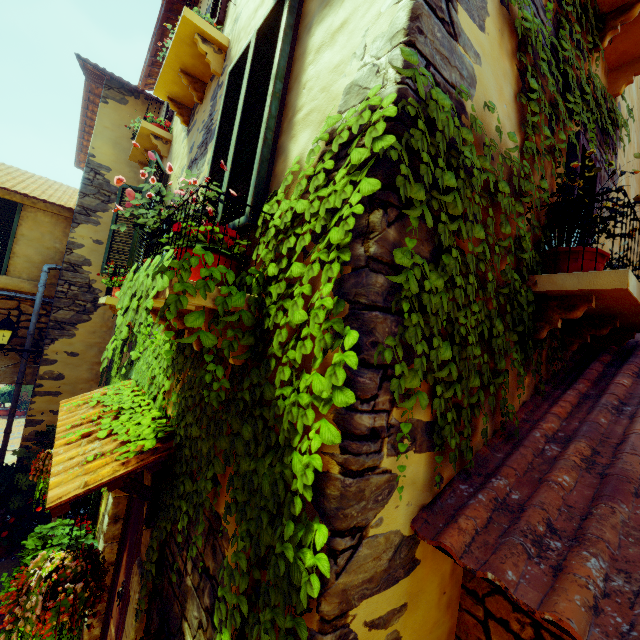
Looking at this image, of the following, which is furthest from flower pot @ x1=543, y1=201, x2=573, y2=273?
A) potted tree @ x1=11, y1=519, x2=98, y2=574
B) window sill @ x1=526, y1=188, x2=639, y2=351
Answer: potted tree @ x1=11, y1=519, x2=98, y2=574

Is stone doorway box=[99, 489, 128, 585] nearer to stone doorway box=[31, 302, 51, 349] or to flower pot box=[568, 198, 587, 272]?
flower pot box=[568, 198, 587, 272]

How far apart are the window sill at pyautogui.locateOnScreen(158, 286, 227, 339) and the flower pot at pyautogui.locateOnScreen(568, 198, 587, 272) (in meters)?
1.83

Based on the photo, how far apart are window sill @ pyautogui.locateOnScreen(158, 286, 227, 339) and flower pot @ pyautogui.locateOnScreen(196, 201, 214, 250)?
0.05m

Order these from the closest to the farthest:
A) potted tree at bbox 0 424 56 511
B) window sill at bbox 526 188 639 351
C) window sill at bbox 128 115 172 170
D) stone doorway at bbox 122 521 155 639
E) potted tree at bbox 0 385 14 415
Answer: window sill at bbox 526 188 639 351, stone doorway at bbox 122 521 155 639, window sill at bbox 128 115 172 170, potted tree at bbox 0 424 56 511, potted tree at bbox 0 385 14 415

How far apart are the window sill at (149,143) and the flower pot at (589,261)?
5.9 meters

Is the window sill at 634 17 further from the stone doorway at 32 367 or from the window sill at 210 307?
the stone doorway at 32 367

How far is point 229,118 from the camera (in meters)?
2.62
